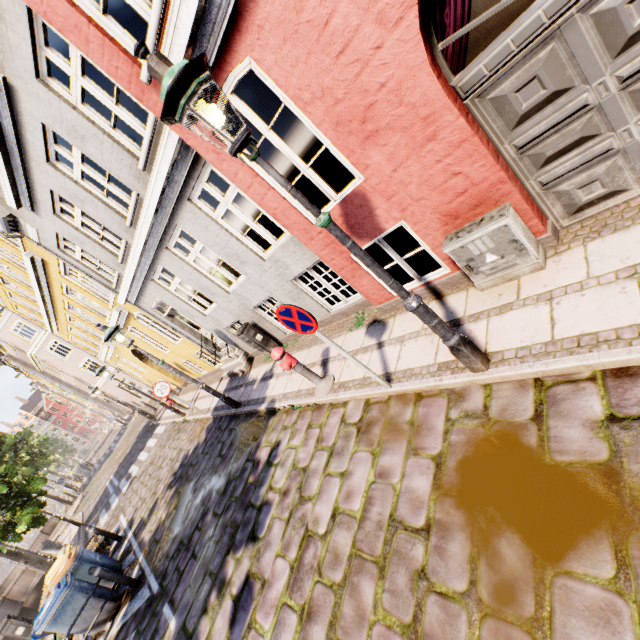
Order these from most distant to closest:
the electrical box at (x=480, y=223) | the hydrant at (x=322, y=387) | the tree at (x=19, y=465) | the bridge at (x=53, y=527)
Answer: the bridge at (x=53, y=527) → the tree at (x=19, y=465) → the hydrant at (x=322, y=387) → the electrical box at (x=480, y=223)

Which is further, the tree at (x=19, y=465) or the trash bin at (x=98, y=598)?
the tree at (x=19, y=465)

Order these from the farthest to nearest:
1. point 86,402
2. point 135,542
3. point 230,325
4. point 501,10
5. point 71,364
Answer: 1. point 86,402
2. point 71,364
3. point 230,325
4. point 135,542
5. point 501,10

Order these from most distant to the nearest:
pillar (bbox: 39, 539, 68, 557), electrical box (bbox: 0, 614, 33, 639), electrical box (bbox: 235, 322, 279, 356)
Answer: pillar (bbox: 39, 539, 68, 557) < electrical box (bbox: 0, 614, 33, 639) < electrical box (bbox: 235, 322, 279, 356)

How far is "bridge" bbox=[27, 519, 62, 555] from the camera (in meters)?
17.71

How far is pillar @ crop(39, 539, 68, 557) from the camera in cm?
1549

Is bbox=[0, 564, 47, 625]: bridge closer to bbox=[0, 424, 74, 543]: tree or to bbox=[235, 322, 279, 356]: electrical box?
bbox=[0, 424, 74, 543]: tree

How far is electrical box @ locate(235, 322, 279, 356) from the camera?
8.5m
